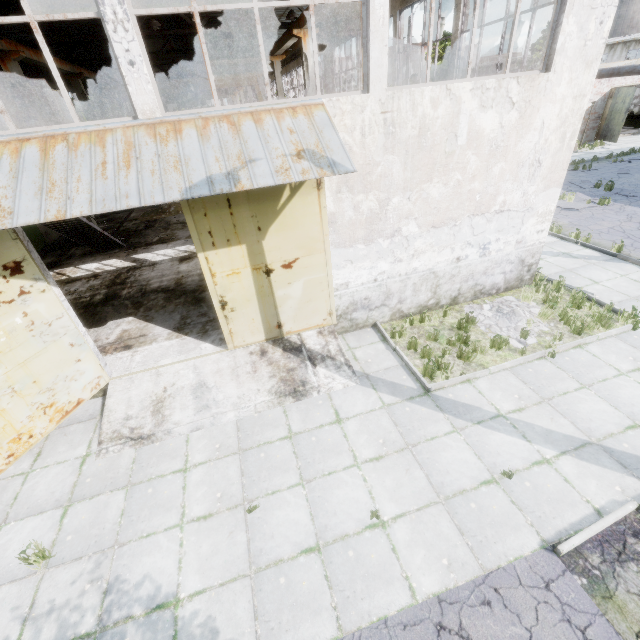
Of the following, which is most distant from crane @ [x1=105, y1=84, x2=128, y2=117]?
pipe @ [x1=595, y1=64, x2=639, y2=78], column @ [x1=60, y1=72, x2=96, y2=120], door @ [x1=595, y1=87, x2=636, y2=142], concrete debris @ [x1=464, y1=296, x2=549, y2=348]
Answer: door @ [x1=595, y1=87, x2=636, y2=142]

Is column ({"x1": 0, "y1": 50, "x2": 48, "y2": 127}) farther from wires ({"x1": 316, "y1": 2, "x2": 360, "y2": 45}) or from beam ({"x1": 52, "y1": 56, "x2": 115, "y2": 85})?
wires ({"x1": 316, "y1": 2, "x2": 360, "y2": 45})

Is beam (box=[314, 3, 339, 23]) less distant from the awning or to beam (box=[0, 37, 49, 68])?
the awning

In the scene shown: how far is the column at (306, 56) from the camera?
14.9 meters

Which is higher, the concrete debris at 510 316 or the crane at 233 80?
the crane at 233 80

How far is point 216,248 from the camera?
6.7m

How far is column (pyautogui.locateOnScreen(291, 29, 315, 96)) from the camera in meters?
14.9 m

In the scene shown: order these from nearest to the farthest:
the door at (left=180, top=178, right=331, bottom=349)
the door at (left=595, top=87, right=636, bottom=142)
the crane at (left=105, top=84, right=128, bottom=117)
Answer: the door at (left=180, top=178, right=331, bottom=349), the crane at (left=105, top=84, right=128, bottom=117), the door at (left=595, top=87, right=636, bottom=142)
